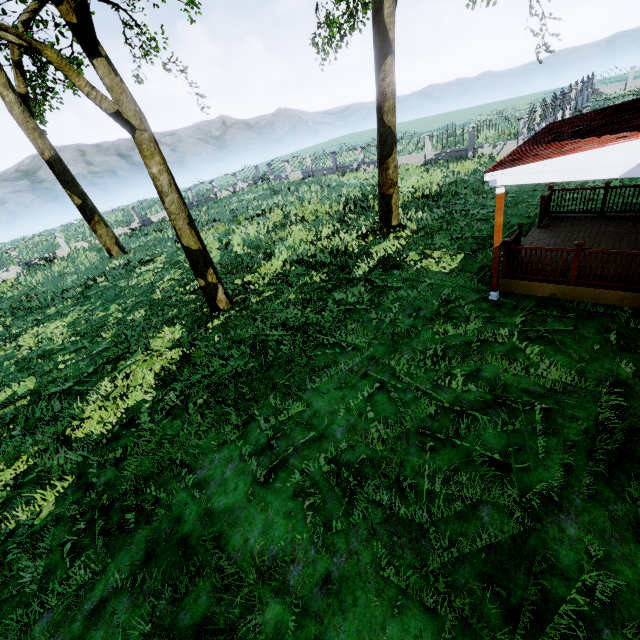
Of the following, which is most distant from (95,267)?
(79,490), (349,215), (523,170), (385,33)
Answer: (523,170)

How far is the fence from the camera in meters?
20.7 m

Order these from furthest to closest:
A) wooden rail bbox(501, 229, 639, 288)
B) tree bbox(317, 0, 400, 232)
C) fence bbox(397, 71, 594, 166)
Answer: fence bbox(397, 71, 594, 166), tree bbox(317, 0, 400, 232), wooden rail bbox(501, 229, 639, 288)

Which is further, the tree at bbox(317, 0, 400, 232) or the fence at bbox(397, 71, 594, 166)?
the fence at bbox(397, 71, 594, 166)

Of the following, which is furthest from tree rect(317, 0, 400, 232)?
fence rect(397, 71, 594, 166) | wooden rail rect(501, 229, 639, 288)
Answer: wooden rail rect(501, 229, 639, 288)

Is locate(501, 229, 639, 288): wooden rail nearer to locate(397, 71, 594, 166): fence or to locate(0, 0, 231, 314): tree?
locate(0, 0, 231, 314): tree

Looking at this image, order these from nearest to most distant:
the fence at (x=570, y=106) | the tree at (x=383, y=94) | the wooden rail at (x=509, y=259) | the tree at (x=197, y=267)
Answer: the wooden rail at (x=509, y=259) → the tree at (x=197, y=267) → the tree at (x=383, y=94) → the fence at (x=570, y=106)

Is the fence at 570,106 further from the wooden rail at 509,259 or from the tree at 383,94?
the wooden rail at 509,259
